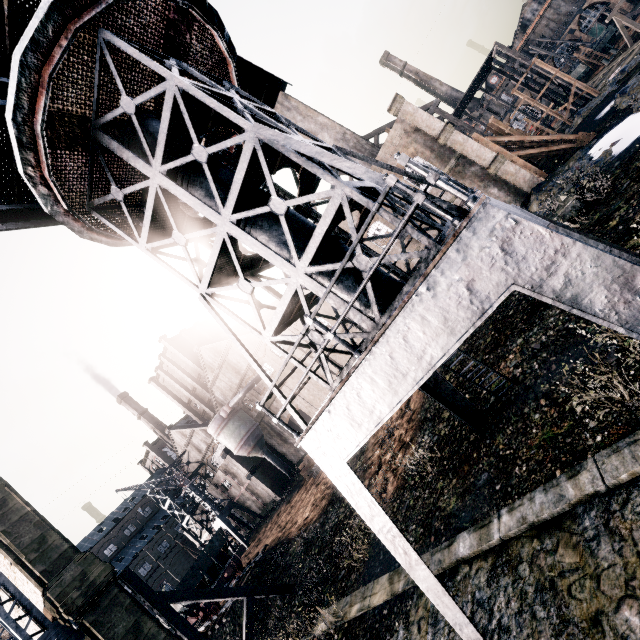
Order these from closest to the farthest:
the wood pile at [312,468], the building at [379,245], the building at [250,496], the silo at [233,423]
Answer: the building at [379,245] → the wood pile at [312,468] → the silo at [233,423] → the building at [250,496]

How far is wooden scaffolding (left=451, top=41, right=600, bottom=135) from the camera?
32.94m

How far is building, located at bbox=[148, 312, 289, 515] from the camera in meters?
44.0

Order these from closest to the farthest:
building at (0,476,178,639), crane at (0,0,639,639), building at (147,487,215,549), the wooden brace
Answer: crane at (0,0,639,639)
building at (0,476,178,639)
the wooden brace
building at (147,487,215,549)

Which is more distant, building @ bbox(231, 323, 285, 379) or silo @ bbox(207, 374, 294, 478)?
silo @ bbox(207, 374, 294, 478)

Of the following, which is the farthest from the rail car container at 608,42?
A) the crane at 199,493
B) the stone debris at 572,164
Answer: the crane at 199,493

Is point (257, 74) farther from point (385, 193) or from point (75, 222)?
point (385, 193)
